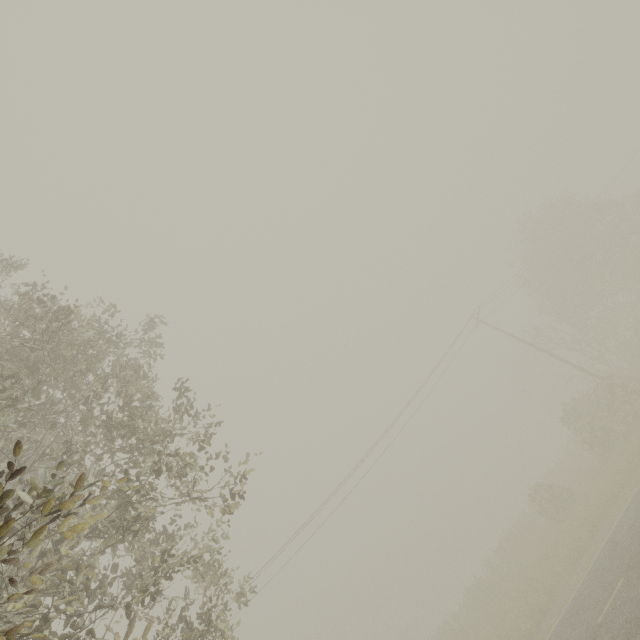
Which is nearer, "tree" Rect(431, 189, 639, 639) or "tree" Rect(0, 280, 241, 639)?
"tree" Rect(0, 280, 241, 639)

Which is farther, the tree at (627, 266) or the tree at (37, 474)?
the tree at (627, 266)

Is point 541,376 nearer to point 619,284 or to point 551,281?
point 551,281
